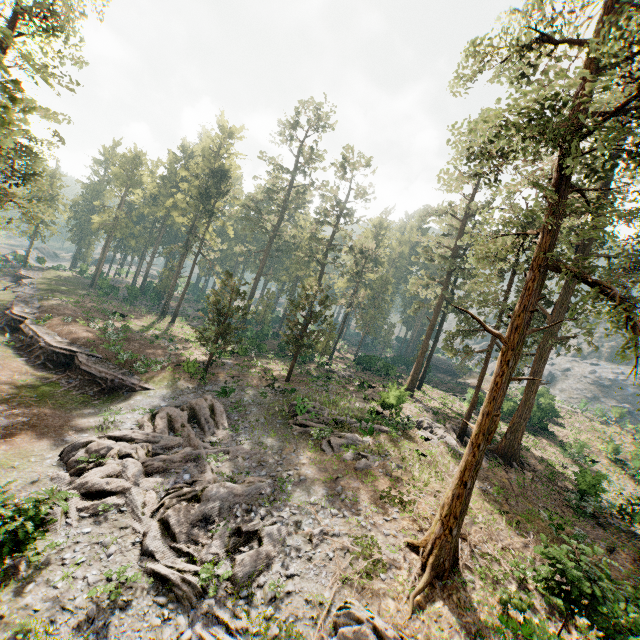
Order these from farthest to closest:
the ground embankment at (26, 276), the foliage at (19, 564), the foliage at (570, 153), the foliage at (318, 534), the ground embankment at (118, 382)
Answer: the ground embankment at (26, 276)
the ground embankment at (118, 382)
the foliage at (318, 534)
the foliage at (19, 564)
the foliage at (570, 153)

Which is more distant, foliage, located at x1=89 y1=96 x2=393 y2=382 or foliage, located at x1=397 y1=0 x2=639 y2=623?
foliage, located at x1=89 y1=96 x2=393 y2=382

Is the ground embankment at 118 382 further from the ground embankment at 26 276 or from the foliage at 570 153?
the ground embankment at 26 276

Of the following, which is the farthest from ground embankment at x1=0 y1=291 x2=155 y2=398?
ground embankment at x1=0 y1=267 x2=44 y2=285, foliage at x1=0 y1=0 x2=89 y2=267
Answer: ground embankment at x1=0 y1=267 x2=44 y2=285

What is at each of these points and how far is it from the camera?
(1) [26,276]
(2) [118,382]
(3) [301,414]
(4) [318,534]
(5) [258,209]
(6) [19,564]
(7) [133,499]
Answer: (1) ground embankment, 50.1 meters
(2) ground embankment, 25.8 meters
(3) foliage, 23.0 meters
(4) foliage, 14.3 meters
(5) foliage, 48.2 meters
(6) foliage, 11.2 meters
(7) foliage, 14.8 meters

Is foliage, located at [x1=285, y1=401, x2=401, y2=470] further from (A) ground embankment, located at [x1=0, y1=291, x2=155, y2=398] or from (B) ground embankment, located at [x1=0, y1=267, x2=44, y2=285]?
(B) ground embankment, located at [x1=0, y1=267, x2=44, y2=285]
